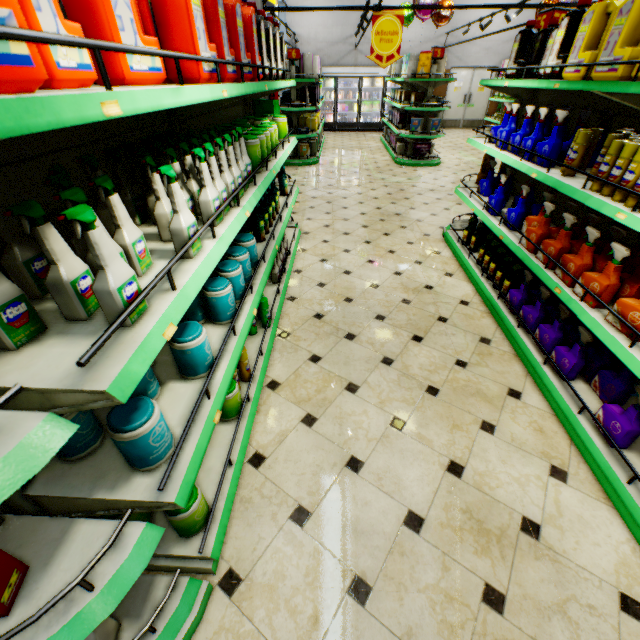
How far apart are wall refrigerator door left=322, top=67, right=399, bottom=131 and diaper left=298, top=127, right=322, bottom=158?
6.17m

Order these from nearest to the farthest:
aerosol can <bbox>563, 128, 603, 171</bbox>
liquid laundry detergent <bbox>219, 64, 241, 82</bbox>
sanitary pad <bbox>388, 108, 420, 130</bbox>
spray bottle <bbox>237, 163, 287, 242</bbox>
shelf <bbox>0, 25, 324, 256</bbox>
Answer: shelf <bbox>0, 25, 324, 256</bbox>
liquid laundry detergent <bbox>219, 64, 241, 82</bbox>
aerosol can <bbox>563, 128, 603, 171</bbox>
spray bottle <bbox>237, 163, 287, 242</bbox>
sanitary pad <bbox>388, 108, 420, 130</bbox>

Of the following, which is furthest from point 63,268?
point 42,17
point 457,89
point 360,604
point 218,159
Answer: point 457,89

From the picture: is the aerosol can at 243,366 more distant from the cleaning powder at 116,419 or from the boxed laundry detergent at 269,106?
the boxed laundry detergent at 269,106

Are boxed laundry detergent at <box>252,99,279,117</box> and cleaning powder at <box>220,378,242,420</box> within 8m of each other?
yes

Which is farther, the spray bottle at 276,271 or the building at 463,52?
the building at 463,52

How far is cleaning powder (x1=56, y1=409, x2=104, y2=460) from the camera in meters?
1.2 m

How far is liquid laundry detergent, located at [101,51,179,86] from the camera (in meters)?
1.14
